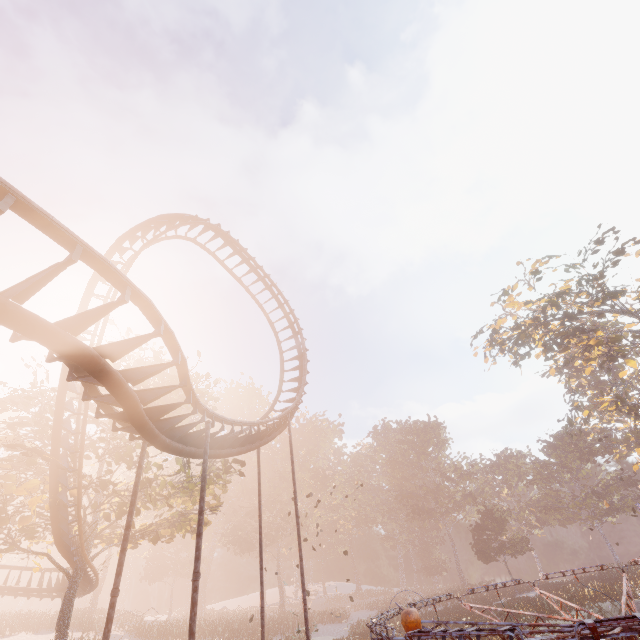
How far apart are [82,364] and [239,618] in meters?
54.3 m

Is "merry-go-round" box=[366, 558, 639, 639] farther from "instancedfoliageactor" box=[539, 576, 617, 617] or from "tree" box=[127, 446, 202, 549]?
"tree" box=[127, 446, 202, 549]

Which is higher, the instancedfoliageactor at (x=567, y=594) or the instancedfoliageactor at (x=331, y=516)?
the instancedfoliageactor at (x=331, y=516)

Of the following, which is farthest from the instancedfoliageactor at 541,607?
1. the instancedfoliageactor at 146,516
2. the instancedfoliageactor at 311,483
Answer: the instancedfoliageactor at 146,516

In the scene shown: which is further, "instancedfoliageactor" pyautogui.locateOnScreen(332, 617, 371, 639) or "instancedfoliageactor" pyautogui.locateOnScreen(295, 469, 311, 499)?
"instancedfoliageactor" pyautogui.locateOnScreen(295, 469, 311, 499)

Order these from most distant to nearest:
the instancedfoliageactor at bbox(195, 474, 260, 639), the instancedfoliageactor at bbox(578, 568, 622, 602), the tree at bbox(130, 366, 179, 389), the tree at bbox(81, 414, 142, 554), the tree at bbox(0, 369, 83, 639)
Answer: the instancedfoliageactor at bbox(195, 474, 260, 639)
the instancedfoliageactor at bbox(578, 568, 622, 602)
the tree at bbox(130, 366, 179, 389)
the tree at bbox(81, 414, 142, 554)
the tree at bbox(0, 369, 83, 639)

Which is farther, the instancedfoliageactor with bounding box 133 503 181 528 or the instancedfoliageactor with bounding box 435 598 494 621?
the instancedfoliageactor with bounding box 133 503 181 528
